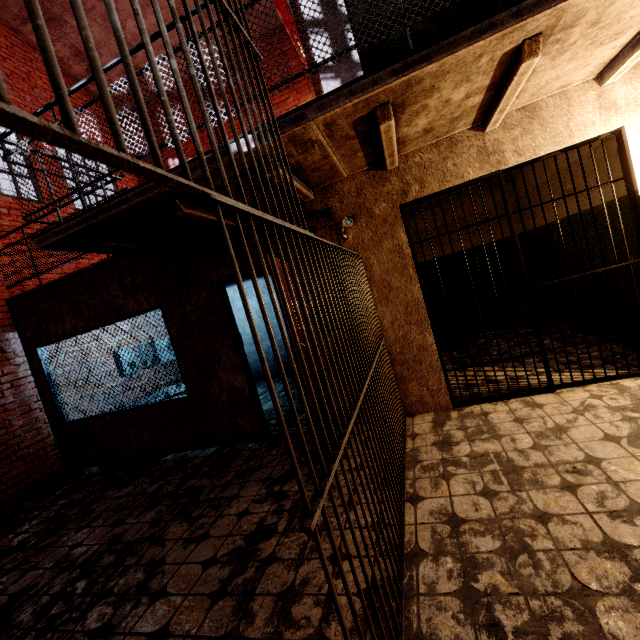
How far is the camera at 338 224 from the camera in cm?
340

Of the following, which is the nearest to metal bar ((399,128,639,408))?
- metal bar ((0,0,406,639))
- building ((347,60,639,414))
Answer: building ((347,60,639,414))

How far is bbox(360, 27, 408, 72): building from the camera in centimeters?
593cm

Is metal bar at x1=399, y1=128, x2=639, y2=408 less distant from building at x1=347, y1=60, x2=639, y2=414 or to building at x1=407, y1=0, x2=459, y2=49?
building at x1=347, y1=60, x2=639, y2=414

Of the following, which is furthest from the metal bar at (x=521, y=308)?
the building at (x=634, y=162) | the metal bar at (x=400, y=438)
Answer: the metal bar at (x=400, y=438)

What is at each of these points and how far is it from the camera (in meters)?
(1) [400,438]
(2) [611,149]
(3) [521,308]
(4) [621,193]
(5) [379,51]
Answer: (1) metal bar, 3.04
(2) building, 3.42
(3) metal bar, 3.38
(4) building, 3.45
(5) building, 6.22

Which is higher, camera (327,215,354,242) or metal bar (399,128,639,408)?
camera (327,215,354,242)
